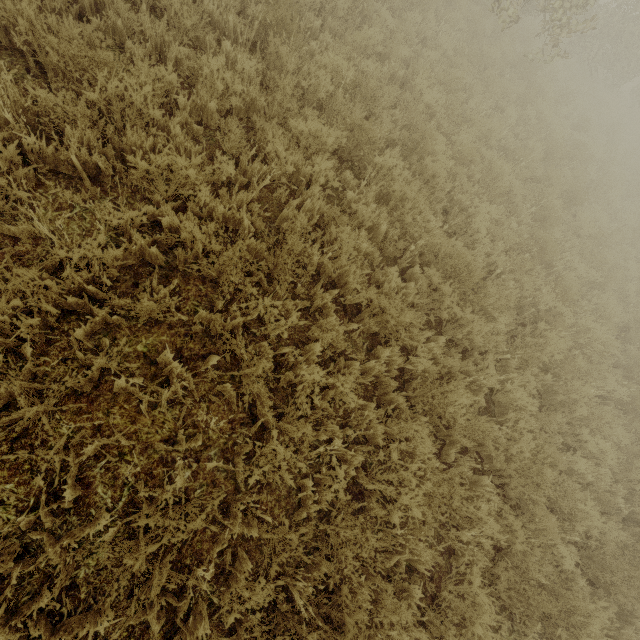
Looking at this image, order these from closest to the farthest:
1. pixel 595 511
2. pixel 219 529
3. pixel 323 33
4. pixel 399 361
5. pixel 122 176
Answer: pixel 219 529, pixel 122 176, pixel 399 361, pixel 595 511, pixel 323 33
